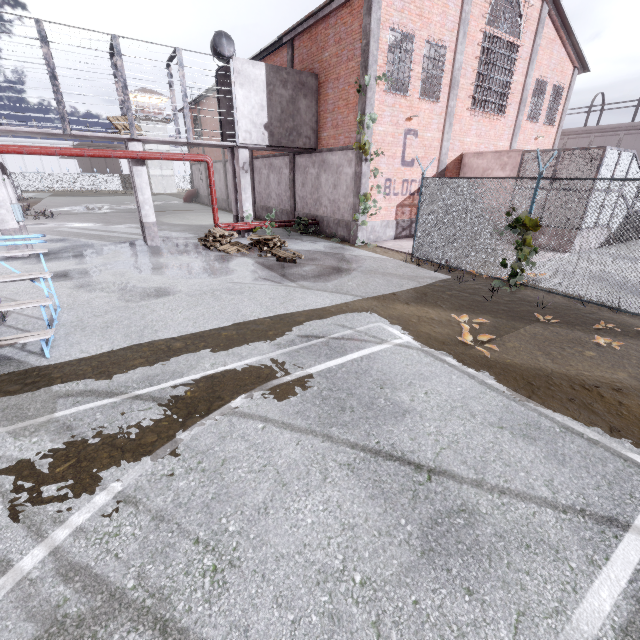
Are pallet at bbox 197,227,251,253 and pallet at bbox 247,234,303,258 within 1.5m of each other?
yes

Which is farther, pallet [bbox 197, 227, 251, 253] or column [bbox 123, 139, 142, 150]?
pallet [bbox 197, 227, 251, 253]

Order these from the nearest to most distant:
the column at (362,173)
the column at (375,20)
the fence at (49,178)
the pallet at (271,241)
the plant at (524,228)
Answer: the plant at (524,228) → the column at (375,20) → the pallet at (271,241) → the column at (362,173) → the fence at (49,178)

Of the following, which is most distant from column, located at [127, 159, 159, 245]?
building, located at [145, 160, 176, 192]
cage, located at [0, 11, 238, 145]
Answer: building, located at [145, 160, 176, 192]

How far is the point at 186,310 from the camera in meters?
7.2

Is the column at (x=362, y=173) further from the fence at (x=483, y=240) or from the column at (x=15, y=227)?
the column at (x=15, y=227)

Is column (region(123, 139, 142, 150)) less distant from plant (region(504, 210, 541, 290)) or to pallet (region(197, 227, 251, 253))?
pallet (region(197, 227, 251, 253))

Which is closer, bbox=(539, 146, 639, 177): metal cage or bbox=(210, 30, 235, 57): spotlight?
bbox=(539, 146, 639, 177): metal cage
